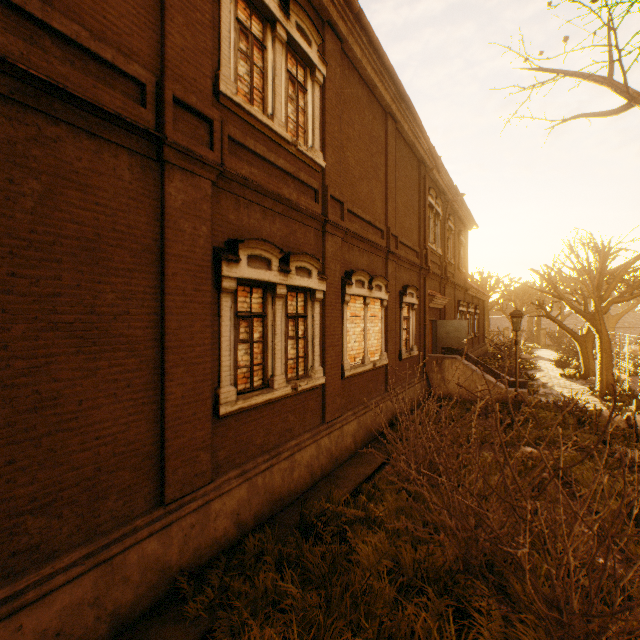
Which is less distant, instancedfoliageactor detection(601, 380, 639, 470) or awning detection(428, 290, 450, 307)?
instancedfoliageactor detection(601, 380, 639, 470)

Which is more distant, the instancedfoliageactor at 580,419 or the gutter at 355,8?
the instancedfoliageactor at 580,419

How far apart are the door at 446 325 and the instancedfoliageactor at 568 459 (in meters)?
7.30

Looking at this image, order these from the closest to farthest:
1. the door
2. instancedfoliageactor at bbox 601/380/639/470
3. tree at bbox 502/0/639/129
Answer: tree at bbox 502/0/639/129, instancedfoliageactor at bbox 601/380/639/470, the door

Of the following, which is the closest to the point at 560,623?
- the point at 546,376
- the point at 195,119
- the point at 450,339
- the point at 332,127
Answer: the point at 195,119

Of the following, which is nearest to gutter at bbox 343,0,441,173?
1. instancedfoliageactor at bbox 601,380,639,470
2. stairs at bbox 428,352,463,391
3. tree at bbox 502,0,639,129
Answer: tree at bbox 502,0,639,129

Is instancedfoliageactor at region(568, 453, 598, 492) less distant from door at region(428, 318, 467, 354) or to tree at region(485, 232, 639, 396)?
tree at region(485, 232, 639, 396)

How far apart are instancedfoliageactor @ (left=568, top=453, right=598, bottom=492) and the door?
7.3 meters
